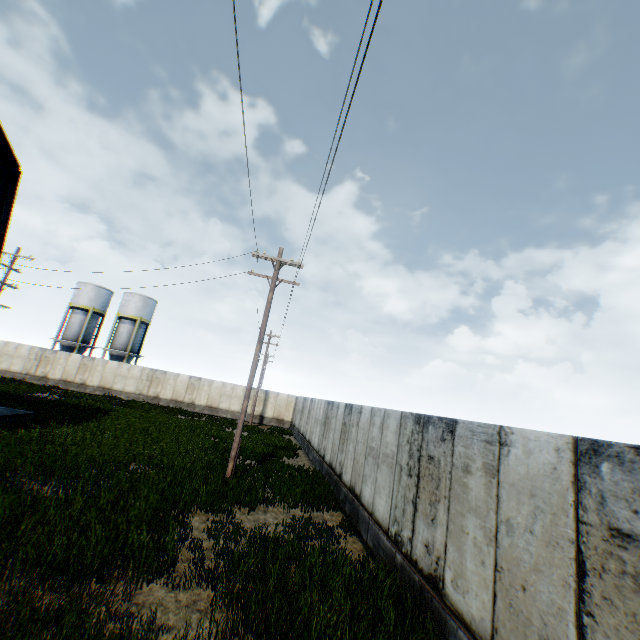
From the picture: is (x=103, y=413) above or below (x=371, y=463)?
below
